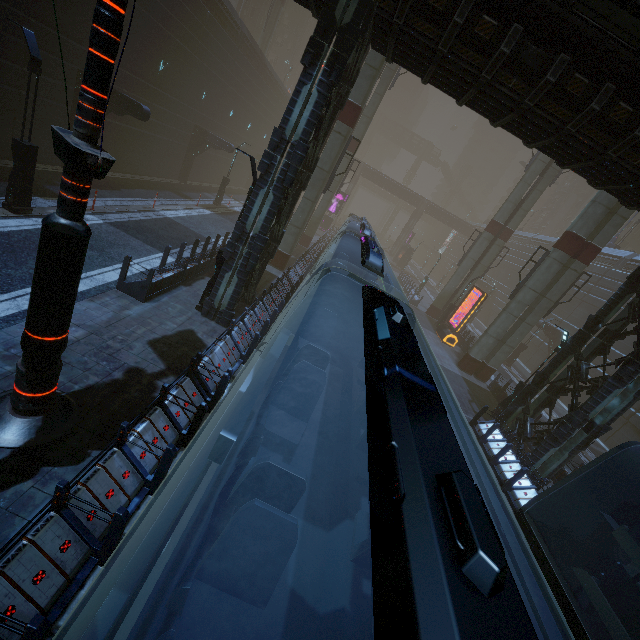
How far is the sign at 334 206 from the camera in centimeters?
4484cm

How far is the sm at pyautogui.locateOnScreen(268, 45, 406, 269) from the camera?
16.8m

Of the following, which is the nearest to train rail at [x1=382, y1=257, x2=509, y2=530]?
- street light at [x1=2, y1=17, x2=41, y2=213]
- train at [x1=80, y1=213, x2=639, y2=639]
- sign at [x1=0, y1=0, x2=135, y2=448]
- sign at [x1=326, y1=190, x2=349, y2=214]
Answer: train at [x1=80, y1=213, x2=639, y2=639]

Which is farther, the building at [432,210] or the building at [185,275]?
the building at [432,210]

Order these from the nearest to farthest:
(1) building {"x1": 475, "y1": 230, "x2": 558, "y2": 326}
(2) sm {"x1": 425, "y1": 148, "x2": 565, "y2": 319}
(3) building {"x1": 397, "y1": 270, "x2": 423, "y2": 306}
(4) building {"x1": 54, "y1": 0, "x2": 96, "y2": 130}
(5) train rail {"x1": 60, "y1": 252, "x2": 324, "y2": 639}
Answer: (5) train rail {"x1": 60, "y1": 252, "x2": 324, "y2": 639} < (4) building {"x1": 54, "y1": 0, "x2": 96, "y2": 130} < (2) sm {"x1": 425, "y1": 148, "x2": 565, "y2": 319} < (3) building {"x1": 397, "y1": 270, "x2": 423, "y2": 306} < (1) building {"x1": 475, "y1": 230, "x2": 558, "y2": 326}

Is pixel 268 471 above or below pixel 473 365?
above

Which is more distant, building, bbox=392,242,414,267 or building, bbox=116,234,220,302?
building, bbox=392,242,414,267

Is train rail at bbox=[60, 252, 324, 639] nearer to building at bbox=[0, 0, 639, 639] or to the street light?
building at bbox=[0, 0, 639, 639]
